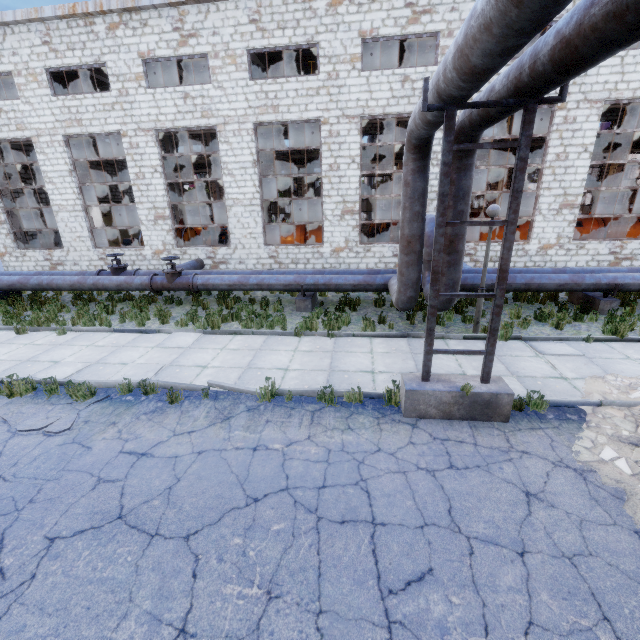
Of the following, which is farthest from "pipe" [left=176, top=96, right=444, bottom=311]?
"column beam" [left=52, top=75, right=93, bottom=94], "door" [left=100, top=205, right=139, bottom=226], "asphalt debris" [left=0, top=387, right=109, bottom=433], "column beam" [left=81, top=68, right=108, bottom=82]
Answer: "door" [left=100, top=205, right=139, bottom=226]

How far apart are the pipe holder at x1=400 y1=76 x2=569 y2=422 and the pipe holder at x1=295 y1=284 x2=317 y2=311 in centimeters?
579cm

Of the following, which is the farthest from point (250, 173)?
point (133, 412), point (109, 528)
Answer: point (109, 528)

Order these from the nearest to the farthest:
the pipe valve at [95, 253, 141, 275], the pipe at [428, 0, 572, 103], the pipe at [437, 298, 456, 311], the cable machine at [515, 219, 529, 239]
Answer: the pipe at [428, 0, 572, 103] < the pipe at [437, 298, 456, 311] < the pipe valve at [95, 253, 141, 275] < the cable machine at [515, 219, 529, 239]

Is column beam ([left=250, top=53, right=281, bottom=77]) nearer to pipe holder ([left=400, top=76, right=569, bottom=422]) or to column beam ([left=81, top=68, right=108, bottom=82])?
column beam ([left=81, top=68, right=108, bottom=82])

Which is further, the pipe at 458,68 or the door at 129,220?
the door at 129,220

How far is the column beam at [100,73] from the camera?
16.85m

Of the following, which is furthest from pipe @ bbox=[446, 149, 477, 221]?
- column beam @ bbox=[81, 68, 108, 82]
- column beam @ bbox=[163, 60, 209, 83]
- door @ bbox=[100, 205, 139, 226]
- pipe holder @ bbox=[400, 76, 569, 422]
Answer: door @ bbox=[100, 205, 139, 226]
